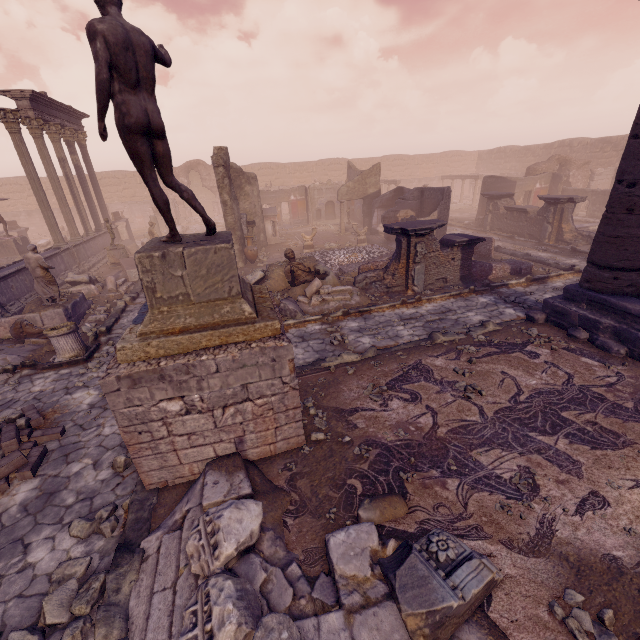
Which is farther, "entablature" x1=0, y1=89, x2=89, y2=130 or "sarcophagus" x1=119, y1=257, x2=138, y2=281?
"sarcophagus" x1=119, y1=257, x2=138, y2=281

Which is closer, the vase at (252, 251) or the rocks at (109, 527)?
the rocks at (109, 527)

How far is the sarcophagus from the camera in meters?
14.6

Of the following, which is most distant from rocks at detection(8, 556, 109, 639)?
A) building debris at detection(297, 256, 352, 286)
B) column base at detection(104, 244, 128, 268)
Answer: column base at detection(104, 244, 128, 268)

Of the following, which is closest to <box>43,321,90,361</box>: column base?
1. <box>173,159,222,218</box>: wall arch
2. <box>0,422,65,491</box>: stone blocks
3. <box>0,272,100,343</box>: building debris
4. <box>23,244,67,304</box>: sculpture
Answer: <box>0,272,100,343</box>: building debris

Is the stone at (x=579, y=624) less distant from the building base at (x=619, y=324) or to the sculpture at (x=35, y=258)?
the building base at (x=619, y=324)

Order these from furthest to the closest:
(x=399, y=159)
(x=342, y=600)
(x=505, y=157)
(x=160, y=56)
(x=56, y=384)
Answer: (x=399, y=159) < (x=505, y=157) < (x=56, y=384) < (x=160, y=56) < (x=342, y=600)

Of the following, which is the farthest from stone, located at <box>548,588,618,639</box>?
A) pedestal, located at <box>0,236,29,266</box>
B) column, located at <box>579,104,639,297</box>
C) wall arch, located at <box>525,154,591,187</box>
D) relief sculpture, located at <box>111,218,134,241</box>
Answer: wall arch, located at <box>525,154,591,187</box>
